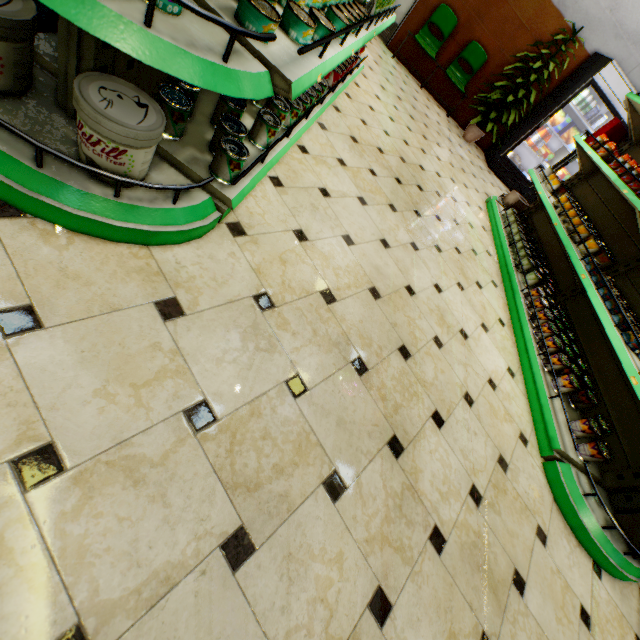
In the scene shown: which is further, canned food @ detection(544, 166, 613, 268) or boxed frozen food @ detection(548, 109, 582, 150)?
boxed frozen food @ detection(548, 109, 582, 150)

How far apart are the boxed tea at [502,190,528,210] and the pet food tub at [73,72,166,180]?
5.6 meters

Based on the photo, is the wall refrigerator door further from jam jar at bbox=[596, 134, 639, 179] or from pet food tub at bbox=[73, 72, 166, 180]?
pet food tub at bbox=[73, 72, 166, 180]

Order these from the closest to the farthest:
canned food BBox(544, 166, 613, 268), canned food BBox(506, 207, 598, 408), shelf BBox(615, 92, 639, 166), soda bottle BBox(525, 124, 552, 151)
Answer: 1. canned food BBox(506, 207, 598, 408)
2. canned food BBox(544, 166, 613, 268)
3. shelf BBox(615, 92, 639, 166)
4. soda bottle BBox(525, 124, 552, 151)

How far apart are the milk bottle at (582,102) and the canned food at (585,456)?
6.5m

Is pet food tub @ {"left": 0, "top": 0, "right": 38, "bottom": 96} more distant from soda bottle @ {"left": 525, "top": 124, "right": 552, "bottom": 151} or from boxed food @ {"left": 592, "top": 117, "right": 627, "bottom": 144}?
soda bottle @ {"left": 525, "top": 124, "right": 552, "bottom": 151}

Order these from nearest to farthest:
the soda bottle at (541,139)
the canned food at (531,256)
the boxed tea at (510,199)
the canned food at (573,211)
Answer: the canned food at (531,256) → the canned food at (573,211) → the boxed tea at (510,199) → the soda bottle at (541,139)

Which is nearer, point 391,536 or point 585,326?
point 391,536
